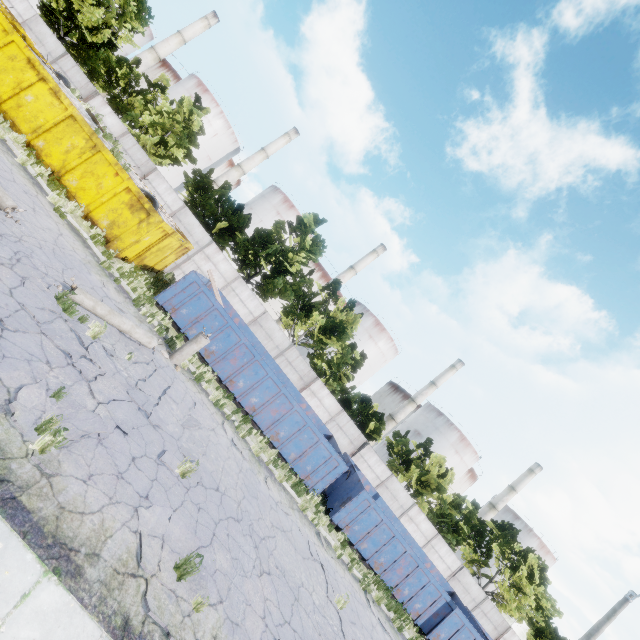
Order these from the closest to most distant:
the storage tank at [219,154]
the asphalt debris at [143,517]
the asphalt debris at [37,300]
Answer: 1. the asphalt debris at [143,517]
2. the asphalt debris at [37,300]
3. the storage tank at [219,154]

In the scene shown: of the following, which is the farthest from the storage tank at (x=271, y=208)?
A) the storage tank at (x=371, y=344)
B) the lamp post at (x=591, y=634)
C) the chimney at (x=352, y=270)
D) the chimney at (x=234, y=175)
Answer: the lamp post at (x=591, y=634)

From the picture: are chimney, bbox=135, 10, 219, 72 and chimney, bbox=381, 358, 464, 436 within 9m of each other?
no

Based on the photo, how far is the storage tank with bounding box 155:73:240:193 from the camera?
49.9 meters

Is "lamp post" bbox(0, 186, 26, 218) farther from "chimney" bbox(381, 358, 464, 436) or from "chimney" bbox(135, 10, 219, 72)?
"chimney" bbox(381, 358, 464, 436)

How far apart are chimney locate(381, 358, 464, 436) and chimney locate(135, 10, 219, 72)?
67.5m

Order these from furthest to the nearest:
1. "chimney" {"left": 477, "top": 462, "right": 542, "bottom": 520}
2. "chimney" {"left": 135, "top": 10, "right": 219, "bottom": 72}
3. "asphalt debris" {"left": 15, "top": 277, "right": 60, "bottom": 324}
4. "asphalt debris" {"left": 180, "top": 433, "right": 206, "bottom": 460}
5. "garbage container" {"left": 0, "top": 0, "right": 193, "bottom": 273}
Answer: "chimney" {"left": 477, "top": 462, "right": 542, "bottom": 520}
"chimney" {"left": 135, "top": 10, "right": 219, "bottom": 72}
"garbage container" {"left": 0, "top": 0, "right": 193, "bottom": 273}
"asphalt debris" {"left": 180, "top": 433, "right": 206, "bottom": 460}
"asphalt debris" {"left": 15, "top": 277, "right": 60, "bottom": 324}

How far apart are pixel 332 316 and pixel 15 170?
21.2m
